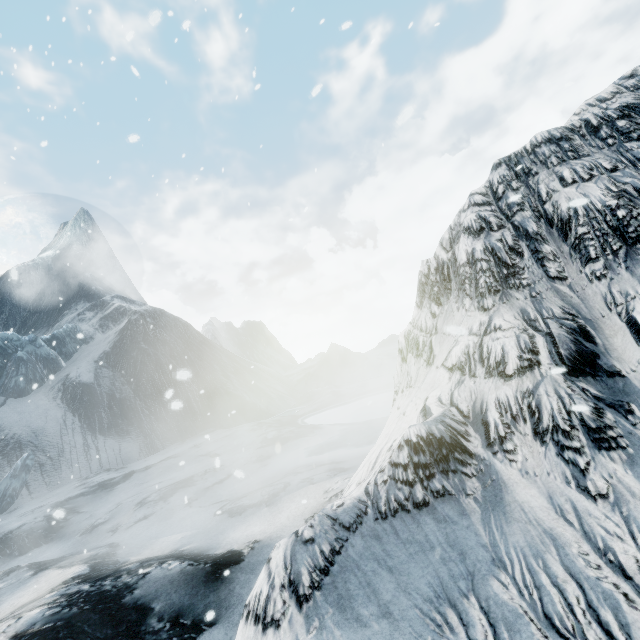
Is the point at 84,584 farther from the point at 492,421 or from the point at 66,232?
the point at 66,232
